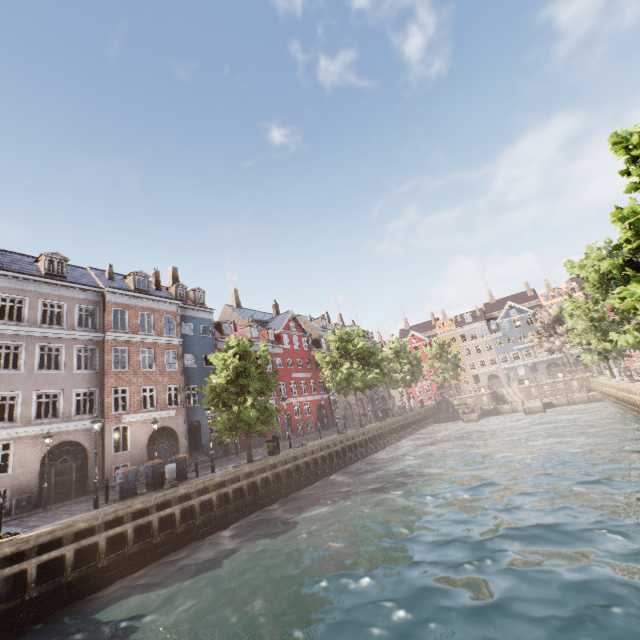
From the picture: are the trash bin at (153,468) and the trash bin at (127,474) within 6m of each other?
yes

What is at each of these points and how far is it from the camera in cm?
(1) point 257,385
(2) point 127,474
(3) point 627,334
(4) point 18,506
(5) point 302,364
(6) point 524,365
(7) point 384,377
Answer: (1) tree, 1973
(2) trash bin, 1556
(3) tree, 2077
(4) electrical box, 1711
(5) building, 4219
(6) building, 5981
(7) tree, 3197

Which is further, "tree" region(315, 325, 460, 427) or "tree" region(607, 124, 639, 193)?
"tree" region(315, 325, 460, 427)

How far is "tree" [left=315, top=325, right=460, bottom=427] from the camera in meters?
31.4

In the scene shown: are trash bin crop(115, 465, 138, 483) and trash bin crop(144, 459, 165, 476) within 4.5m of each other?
yes

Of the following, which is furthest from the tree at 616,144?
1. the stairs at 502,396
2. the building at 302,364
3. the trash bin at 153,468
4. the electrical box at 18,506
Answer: the electrical box at 18,506

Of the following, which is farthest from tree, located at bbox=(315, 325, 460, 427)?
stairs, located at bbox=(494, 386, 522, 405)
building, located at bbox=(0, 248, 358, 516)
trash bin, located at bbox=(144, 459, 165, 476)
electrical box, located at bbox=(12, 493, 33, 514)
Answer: electrical box, located at bbox=(12, 493, 33, 514)

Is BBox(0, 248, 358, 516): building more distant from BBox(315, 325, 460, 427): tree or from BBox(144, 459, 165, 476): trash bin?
BBox(144, 459, 165, 476): trash bin
